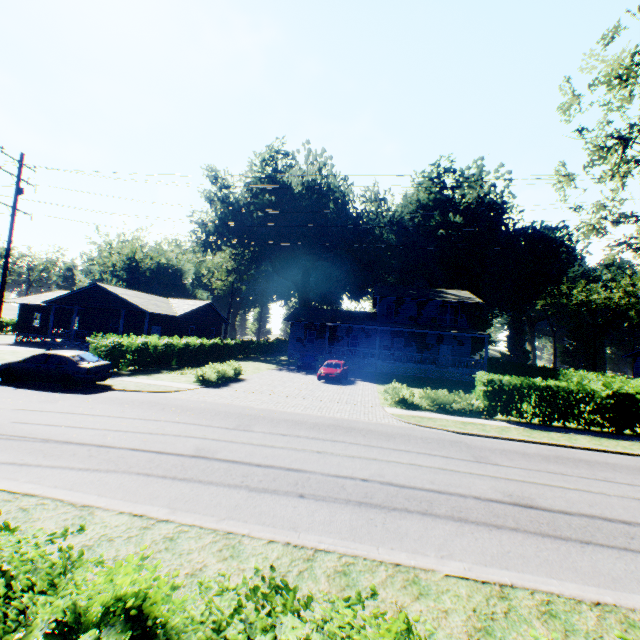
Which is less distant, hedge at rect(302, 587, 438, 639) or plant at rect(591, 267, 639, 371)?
hedge at rect(302, 587, 438, 639)

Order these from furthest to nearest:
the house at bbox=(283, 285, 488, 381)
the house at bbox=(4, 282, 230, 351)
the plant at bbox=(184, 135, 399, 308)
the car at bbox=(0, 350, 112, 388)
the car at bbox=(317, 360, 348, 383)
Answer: the plant at bbox=(184, 135, 399, 308) → the house at bbox=(283, 285, 488, 381) → the house at bbox=(4, 282, 230, 351) → the car at bbox=(317, 360, 348, 383) → the car at bbox=(0, 350, 112, 388)

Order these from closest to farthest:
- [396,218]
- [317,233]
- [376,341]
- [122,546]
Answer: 1. [122,546]
2. [376,341]
3. [317,233]
4. [396,218]

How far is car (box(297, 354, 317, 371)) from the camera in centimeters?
3172cm

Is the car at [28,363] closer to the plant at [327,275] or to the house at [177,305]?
the plant at [327,275]

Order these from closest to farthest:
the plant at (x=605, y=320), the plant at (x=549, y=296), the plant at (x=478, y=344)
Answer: the plant at (x=549, y=296), the plant at (x=478, y=344), the plant at (x=605, y=320)

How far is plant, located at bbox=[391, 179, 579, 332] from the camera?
48.0m

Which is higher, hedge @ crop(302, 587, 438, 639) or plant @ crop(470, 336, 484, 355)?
plant @ crop(470, 336, 484, 355)
